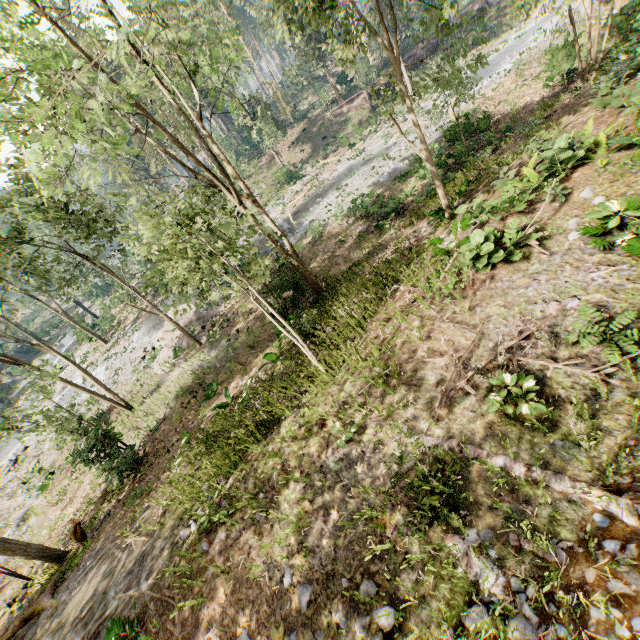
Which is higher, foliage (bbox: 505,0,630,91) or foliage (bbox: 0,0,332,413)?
foliage (bbox: 0,0,332,413)

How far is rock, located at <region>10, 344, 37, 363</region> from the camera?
52.5m

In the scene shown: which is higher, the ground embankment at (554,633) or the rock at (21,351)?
the ground embankment at (554,633)

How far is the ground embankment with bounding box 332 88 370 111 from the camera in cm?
4169

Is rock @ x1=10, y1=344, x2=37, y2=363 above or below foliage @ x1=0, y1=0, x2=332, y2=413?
below

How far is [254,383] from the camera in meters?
12.0

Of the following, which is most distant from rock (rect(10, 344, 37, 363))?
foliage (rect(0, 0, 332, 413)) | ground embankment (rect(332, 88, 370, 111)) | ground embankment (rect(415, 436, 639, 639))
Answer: ground embankment (rect(332, 88, 370, 111))

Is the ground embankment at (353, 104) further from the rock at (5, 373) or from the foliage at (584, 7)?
the rock at (5, 373)
